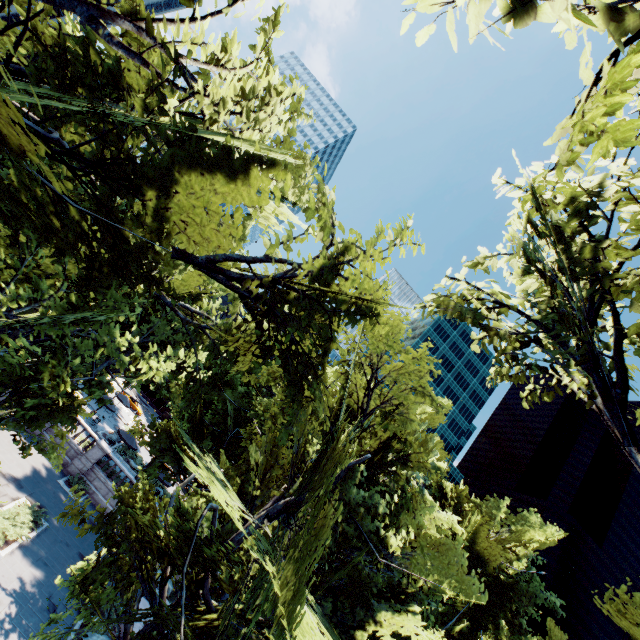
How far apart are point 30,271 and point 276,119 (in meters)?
9.50

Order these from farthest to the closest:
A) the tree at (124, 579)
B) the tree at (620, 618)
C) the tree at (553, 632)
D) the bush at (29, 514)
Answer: the tree at (553, 632) → the bush at (29, 514) → the tree at (620, 618) → the tree at (124, 579)

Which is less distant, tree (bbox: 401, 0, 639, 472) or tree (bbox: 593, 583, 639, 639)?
tree (bbox: 401, 0, 639, 472)

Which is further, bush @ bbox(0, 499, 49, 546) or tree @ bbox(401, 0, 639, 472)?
bush @ bbox(0, 499, 49, 546)

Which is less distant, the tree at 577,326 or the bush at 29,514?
the tree at 577,326

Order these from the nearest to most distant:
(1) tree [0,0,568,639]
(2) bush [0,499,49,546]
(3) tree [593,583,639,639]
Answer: (1) tree [0,0,568,639] < (3) tree [593,583,639,639] < (2) bush [0,499,49,546]
